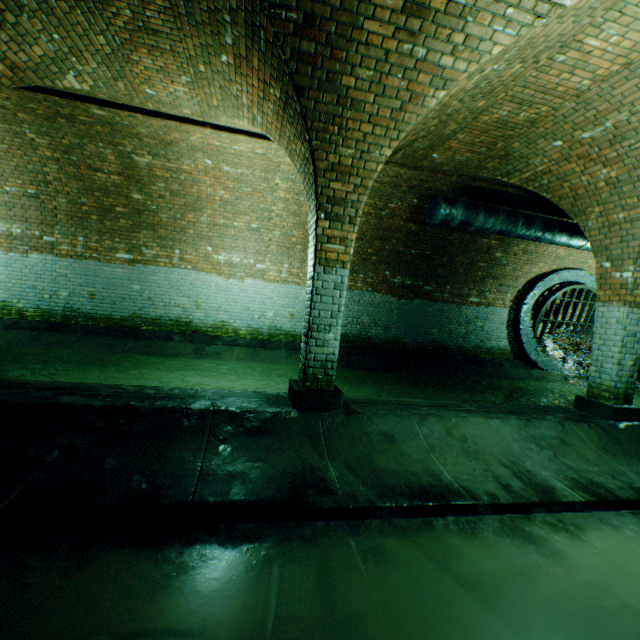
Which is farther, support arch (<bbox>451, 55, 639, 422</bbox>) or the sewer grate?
the sewer grate

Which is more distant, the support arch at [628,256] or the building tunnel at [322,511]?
the support arch at [628,256]

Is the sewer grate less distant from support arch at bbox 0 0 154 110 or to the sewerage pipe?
the sewerage pipe

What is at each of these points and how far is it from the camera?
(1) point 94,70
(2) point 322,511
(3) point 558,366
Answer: (1) support arch, 4.5 meters
(2) building tunnel, 2.7 meters
(3) sewerage pipe, 10.6 meters

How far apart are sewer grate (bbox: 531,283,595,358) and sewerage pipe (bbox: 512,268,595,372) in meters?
0.0 m

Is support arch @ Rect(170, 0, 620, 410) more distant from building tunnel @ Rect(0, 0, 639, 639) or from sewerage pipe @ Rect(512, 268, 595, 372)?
sewerage pipe @ Rect(512, 268, 595, 372)

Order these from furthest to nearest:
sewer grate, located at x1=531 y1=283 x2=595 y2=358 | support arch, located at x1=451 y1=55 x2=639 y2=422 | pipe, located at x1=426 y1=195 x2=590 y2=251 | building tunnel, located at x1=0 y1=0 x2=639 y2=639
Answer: sewer grate, located at x1=531 y1=283 x2=595 y2=358 < pipe, located at x1=426 y1=195 x2=590 y2=251 < support arch, located at x1=451 y1=55 x2=639 y2=422 < building tunnel, located at x1=0 y1=0 x2=639 y2=639

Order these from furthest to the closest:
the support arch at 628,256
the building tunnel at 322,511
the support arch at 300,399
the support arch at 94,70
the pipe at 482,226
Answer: the pipe at 482,226
the support arch at 628,256
the support arch at 94,70
the support arch at 300,399
the building tunnel at 322,511
